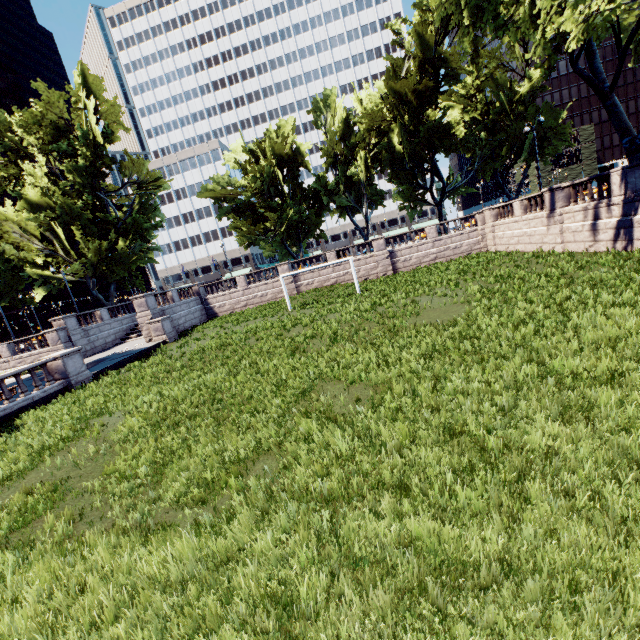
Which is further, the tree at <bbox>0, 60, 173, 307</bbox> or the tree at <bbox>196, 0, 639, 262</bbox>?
the tree at <bbox>0, 60, 173, 307</bbox>

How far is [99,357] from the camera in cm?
2594

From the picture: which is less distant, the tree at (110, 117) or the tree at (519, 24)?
the tree at (519, 24)
